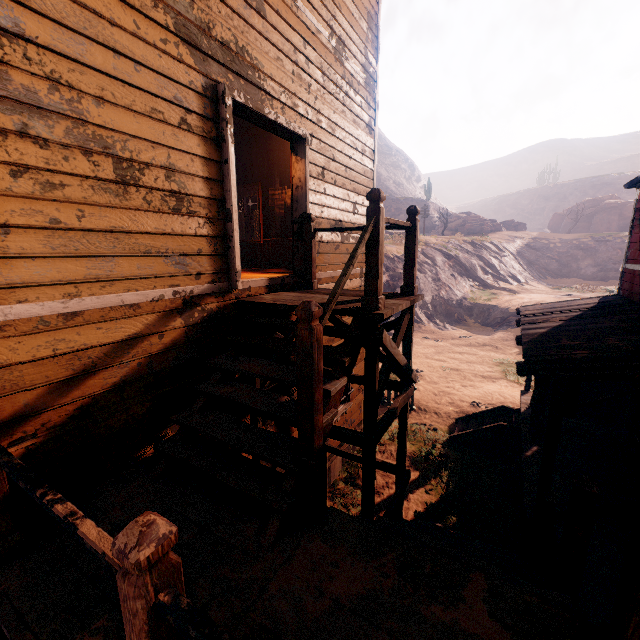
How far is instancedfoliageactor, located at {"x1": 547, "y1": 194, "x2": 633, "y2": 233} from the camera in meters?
42.2

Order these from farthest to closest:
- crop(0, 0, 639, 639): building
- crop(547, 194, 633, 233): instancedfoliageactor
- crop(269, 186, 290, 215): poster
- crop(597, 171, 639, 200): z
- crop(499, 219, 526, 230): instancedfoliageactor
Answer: crop(597, 171, 639, 200): z, crop(499, 219, 526, 230): instancedfoliageactor, crop(547, 194, 633, 233): instancedfoliageactor, crop(269, 186, 290, 215): poster, crop(0, 0, 639, 639): building

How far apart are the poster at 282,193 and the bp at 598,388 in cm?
778

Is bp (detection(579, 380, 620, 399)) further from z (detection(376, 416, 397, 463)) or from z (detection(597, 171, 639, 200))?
z (detection(597, 171, 639, 200))

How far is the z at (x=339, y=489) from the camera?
6.9 meters

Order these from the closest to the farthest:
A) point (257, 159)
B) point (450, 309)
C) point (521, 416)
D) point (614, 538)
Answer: point (614, 538)
point (521, 416)
point (257, 159)
point (450, 309)

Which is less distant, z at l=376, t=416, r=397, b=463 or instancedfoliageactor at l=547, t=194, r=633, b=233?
z at l=376, t=416, r=397, b=463
